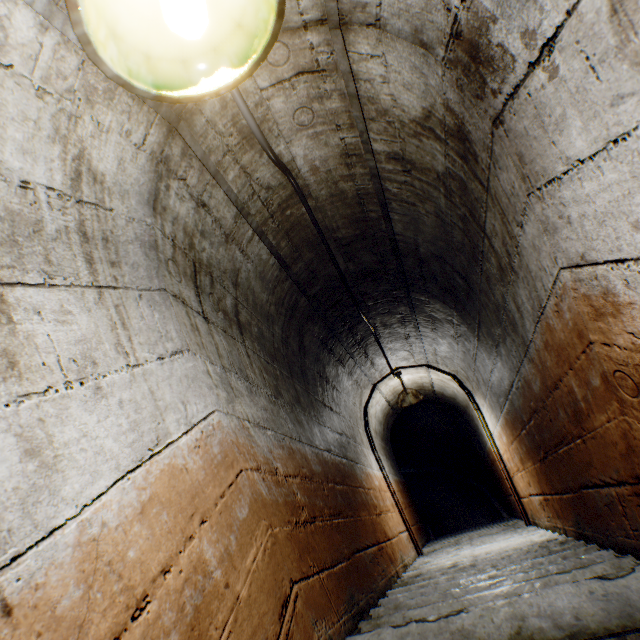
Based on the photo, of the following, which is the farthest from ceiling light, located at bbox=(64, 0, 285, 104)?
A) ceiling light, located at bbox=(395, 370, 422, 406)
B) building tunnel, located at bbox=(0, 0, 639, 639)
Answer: ceiling light, located at bbox=(395, 370, 422, 406)

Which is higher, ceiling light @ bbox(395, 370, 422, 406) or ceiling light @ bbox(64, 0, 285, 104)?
ceiling light @ bbox(64, 0, 285, 104)

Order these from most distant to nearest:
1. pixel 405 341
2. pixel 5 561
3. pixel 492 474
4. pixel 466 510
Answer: pixel 466 510 → pixel 492 474 → pixel 405 341 → pixel 5 561

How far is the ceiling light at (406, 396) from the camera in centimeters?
494cm

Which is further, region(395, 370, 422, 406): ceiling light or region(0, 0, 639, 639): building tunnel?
region(395, 370, 422, 406): ceiling light

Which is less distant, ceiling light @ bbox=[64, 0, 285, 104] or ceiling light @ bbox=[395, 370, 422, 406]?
ceiling light @ bbox=[64, 0, 285, 104]

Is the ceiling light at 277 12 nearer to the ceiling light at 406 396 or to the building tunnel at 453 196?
the building tunnel at 453 196
